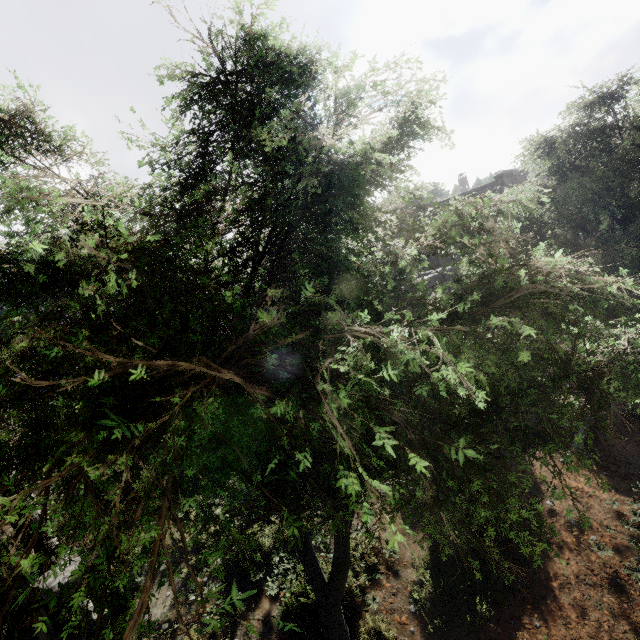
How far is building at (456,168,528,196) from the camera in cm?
1689

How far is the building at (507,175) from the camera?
16.9 meters

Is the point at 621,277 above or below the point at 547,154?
below

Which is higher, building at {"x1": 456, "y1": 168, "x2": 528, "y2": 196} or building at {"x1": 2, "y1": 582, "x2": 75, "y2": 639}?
building at {"x1": 456, "y1": 168, "x2": 528, "y2": 196}

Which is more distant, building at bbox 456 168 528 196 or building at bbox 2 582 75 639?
building at bbox 456 168 528 196

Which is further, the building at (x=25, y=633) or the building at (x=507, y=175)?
the building at (x=507, y=175)
